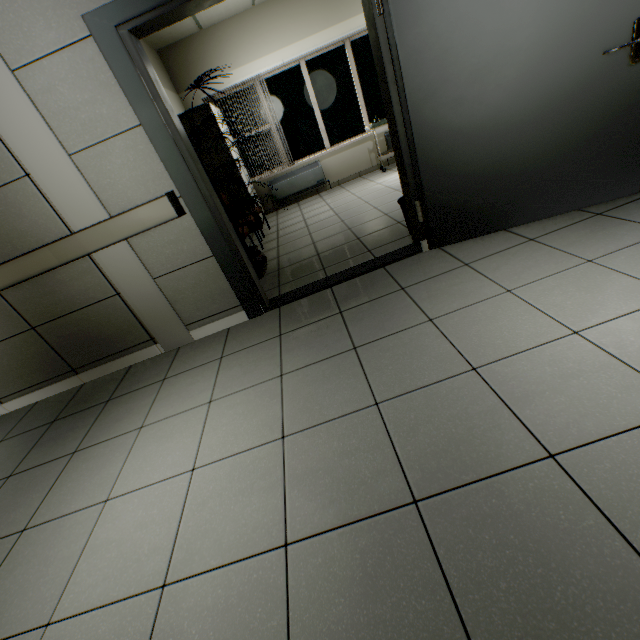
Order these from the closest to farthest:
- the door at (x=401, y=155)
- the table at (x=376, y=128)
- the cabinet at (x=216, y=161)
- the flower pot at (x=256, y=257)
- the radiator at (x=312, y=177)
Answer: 1. the door at (x=401, y=155)
2. the flower pot at (x=256, y=257)
3. the cabinet at (x=216, y=161)
4. the table at (x=376, y=128)
5. the radiator at (x=312, y=177)

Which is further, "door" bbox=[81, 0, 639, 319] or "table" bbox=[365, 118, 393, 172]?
"table" bbox=[365, 118, 393, 172]

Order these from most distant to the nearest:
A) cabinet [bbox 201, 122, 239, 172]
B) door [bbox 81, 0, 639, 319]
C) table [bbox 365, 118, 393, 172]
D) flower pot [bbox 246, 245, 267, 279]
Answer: table [bbox 365, 118, 393, 172]
cabinet [bbox 201, 122, 239, 172]
flower pot [bbox 246, 245, 267, 279]
door [bbox 81, 0, 639, 319]

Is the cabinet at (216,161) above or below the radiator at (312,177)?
above

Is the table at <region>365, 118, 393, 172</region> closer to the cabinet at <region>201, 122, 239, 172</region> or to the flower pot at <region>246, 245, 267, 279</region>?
the cabinet at <region>201, 122, 239, 172</region>

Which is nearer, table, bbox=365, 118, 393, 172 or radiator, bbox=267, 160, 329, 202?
table, bbox=365, 118, 393, 172

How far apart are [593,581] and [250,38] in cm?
791

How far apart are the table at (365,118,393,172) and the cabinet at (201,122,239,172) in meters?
2.5
